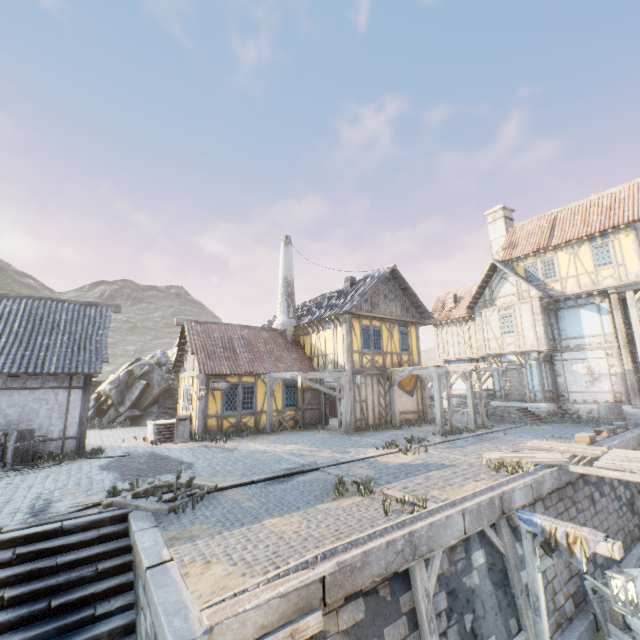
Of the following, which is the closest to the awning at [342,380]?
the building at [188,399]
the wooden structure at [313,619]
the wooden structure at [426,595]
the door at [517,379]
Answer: the building at [188,399]

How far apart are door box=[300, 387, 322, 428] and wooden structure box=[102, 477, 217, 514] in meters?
9.7

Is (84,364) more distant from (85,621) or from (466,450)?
(466,450)

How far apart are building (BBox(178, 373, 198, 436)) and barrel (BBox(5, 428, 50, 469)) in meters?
5.2

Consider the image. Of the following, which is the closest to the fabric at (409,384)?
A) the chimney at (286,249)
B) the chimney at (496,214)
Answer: the chimney at (286,249)

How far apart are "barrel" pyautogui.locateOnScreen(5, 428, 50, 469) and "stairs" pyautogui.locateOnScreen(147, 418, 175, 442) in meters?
3.7 m

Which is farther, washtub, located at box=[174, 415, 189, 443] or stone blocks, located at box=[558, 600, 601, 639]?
washtub, located at box=[174, 415, 189, 443]

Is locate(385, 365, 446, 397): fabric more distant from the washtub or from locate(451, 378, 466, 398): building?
the washtub
